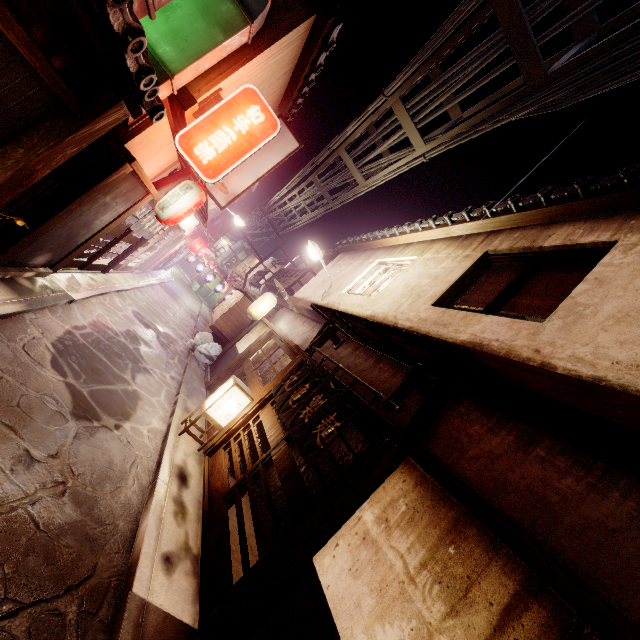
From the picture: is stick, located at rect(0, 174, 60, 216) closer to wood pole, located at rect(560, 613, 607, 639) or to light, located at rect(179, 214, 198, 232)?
wood pole, located at rect(560, 613, 607, 639)

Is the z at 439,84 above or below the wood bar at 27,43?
above

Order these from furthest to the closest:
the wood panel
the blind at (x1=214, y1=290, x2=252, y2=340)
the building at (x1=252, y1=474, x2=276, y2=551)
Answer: the blind at (x1=214, y1=290, x2=252, y2=340) → the building at (x1=252, y1=474, x2=276, y2=551) → the wood panel

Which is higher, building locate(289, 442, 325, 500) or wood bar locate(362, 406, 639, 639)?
wood bar locate(362, 406, 639, 639)

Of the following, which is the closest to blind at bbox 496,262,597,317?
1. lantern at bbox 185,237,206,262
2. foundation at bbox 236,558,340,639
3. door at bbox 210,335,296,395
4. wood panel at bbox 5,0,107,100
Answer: foundation at bbox 236,558,340,639

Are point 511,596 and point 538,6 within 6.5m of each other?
no

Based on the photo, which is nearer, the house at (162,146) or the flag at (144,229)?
the house at (162,146)

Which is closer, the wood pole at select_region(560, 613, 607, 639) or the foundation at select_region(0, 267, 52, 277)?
the wood pole at select_region(560, 613, 607, 639)
